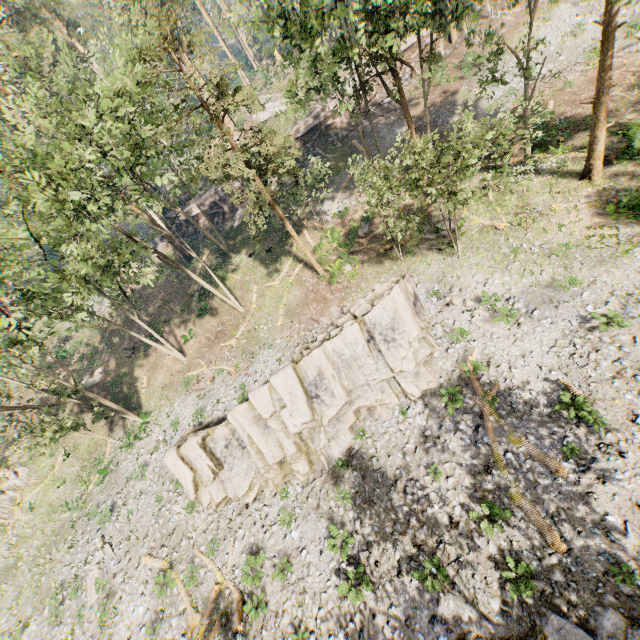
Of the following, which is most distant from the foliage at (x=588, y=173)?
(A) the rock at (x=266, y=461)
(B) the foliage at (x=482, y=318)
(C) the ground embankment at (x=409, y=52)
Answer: (B) the foliage at (x=482, y=318)

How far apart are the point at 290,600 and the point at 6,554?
29.0m

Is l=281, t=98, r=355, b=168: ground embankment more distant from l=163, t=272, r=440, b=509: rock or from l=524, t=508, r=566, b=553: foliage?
l=163, t=272, r=440, b=509: rock

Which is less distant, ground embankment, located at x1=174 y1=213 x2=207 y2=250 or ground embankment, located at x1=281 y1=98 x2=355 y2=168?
ground embankment, located at x1=281 y1=98 x2=355 y2=168

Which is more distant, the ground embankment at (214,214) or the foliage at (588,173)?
the ground embankment at (214,214)

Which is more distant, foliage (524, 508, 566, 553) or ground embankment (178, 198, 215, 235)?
ground embankment (178, 198, 215, 235)

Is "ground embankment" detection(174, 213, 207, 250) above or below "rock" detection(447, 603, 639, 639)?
above

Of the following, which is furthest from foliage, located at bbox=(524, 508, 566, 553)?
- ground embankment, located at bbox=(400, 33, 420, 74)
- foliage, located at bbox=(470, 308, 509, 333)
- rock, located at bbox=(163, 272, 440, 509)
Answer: foliage, located at bbox=(470, 308, 509, 333)
